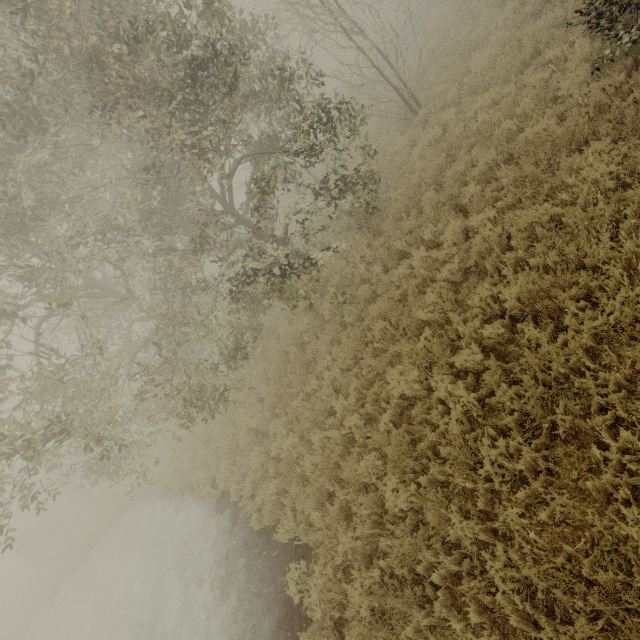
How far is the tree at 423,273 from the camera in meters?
7.2 m

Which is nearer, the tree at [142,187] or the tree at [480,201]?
the tree at [142,187]

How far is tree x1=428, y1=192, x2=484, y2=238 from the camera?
6.7m

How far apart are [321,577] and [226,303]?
14.7 meters

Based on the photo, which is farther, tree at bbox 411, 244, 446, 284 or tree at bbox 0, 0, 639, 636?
tree at bbox 411, 244, 446, 284
